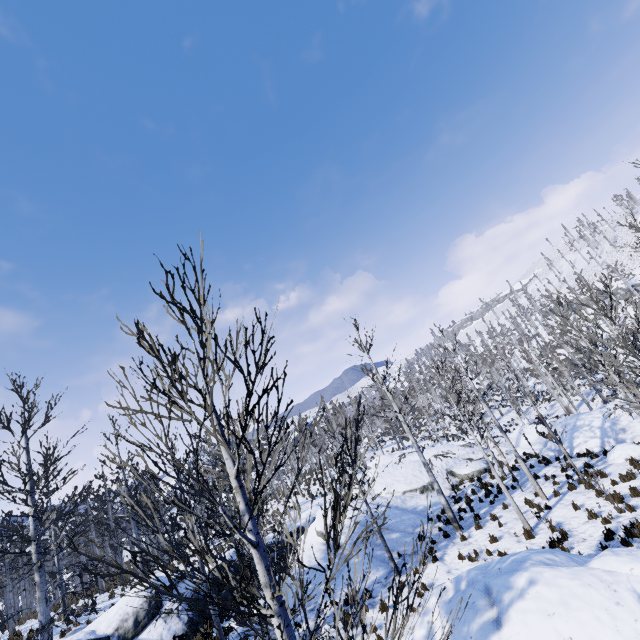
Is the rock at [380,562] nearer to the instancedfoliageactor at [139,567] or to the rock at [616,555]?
the instancedfoliageactor at [139,567]

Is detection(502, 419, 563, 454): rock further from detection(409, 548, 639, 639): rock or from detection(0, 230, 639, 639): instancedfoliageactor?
detection(409, 548, 639, 639): rock

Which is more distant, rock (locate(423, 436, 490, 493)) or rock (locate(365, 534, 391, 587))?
rock (locate(423, 436, 490, 493))

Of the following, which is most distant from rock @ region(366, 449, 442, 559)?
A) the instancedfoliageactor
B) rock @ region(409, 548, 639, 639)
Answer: rock @ region(409, 548, 639, 639)

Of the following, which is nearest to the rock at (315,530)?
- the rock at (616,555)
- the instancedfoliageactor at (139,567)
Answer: the instancedfoliageactor at (139,567)

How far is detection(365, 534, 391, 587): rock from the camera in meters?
13.3

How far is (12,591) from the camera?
Answer: 39.2 meters
